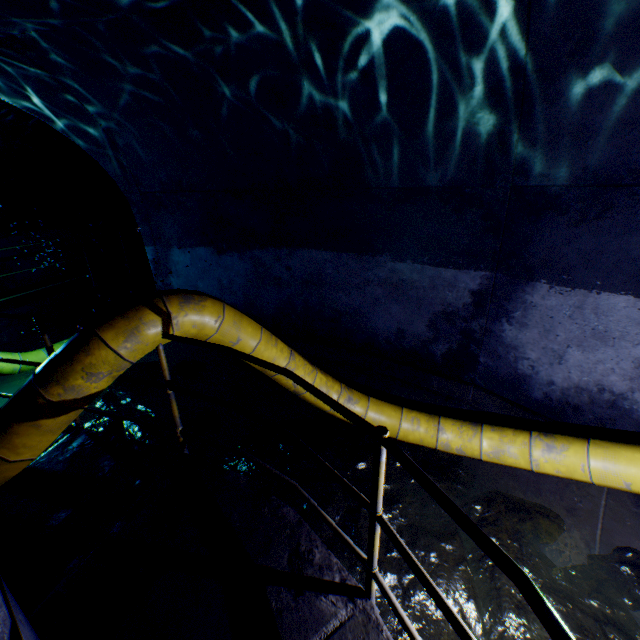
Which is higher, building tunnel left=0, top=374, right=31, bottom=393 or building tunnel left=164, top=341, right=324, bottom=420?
building tunnel left=164, top=341, right=324, bottom=420

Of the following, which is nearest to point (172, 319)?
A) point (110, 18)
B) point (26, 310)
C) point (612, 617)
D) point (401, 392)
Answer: point (110, 18)

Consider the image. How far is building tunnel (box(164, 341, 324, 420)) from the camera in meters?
4.9

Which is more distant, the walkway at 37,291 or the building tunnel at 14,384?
the building tunnel at 14,384

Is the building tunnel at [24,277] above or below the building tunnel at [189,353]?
above
